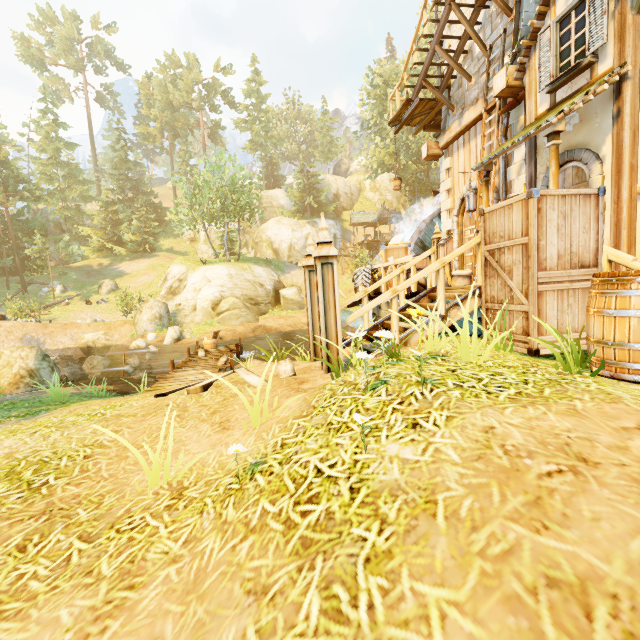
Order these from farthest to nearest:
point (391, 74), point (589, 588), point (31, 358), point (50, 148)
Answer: point (50, 148), point (391, 74), point (31, 358), point (589, 588)

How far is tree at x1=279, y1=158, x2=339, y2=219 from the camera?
45.72m

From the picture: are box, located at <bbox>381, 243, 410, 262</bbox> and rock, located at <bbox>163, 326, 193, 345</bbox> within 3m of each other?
no

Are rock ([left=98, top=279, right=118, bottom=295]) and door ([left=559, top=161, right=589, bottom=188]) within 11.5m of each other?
no

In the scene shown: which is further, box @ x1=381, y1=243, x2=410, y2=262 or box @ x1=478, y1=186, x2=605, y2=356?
box @ x1=381, y1=243, x2=410, y2=262

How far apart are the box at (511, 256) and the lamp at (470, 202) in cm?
188

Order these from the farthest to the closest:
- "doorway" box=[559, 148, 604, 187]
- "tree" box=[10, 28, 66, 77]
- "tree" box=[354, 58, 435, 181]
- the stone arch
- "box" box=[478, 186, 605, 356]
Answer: "tree" box=[10, 28, 66, 77] < "tree" box=[354, 58, 435, 181] < the stone arch < "doorway" box=[559, 148, 604, 187] < "box" box=[478, 186, 605, 356]

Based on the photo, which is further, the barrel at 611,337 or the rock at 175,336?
the rock at 175,336
